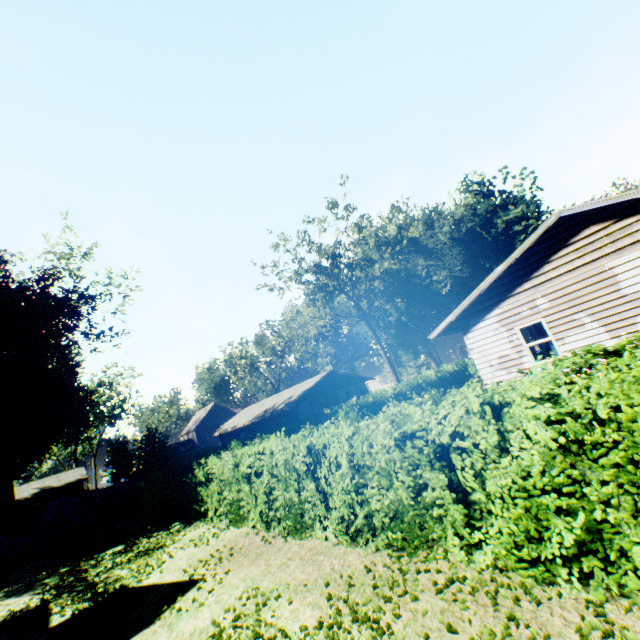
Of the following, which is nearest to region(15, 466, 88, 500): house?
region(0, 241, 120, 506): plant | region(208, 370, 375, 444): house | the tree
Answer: region(0, 241, 120, 506): plant

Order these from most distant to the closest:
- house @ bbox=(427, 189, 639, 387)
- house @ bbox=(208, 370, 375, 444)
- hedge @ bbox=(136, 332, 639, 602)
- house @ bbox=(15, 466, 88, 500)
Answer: house @ bbox=(15, 466, 88, 500) < house @ bbox=(208, 370, 375, 444) < house @ bbox=(427, 189, 639, 387) < hedge @ bbox=(136, 332, 639, 602)

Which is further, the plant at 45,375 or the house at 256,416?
the house at 256,416

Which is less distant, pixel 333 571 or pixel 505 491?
pixel 505 491

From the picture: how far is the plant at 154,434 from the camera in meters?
23.1

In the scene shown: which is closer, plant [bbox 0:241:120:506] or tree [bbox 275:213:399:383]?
plant [bbox 0:241:120:506]

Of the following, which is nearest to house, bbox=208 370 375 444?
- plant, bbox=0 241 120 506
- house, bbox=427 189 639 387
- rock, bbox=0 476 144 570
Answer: Answer: rock, bbox=0 476 144 570

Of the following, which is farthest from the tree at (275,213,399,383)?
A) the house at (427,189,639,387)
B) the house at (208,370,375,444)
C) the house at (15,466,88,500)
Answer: the house at (15,466,88,500)
